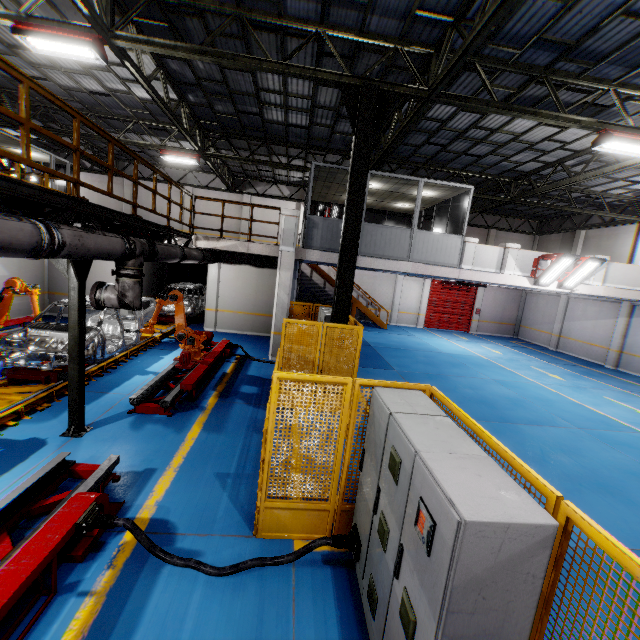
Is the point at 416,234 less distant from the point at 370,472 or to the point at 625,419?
the point at 625,419

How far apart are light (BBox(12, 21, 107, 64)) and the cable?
9.2 meters

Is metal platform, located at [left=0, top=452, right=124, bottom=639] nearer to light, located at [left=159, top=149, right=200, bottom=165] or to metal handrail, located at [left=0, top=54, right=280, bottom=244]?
metal handrail, located at [left=0, top=54, right=280, bottom=244]

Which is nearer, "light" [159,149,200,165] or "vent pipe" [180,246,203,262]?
"vent pipe" [180,246,203,262]

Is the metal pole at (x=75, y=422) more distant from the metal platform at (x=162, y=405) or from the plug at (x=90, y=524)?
the plug at (x=90, y=524)

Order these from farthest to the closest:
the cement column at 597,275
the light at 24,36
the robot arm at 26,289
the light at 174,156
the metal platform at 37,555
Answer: the light at 174,156 < the cement column at 597,275 < the robot arm at 26,289 < the light at 24,36 < the metal platform at 37,555

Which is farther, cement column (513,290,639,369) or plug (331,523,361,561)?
cement column (513,290,639,369)

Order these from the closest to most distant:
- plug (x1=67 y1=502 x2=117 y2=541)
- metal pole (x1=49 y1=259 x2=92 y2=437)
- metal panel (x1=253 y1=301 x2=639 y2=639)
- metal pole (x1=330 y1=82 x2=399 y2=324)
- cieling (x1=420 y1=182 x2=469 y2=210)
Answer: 1. metal panel (x1=253 y1=301 x2=639 y2=639)
2. plug (x1=67 y1=502 x2=117 y2=541)
3. metal pole (x1=49 y1=259 x2=92 y2=437)
4. metal pole (x1=330 y1=82 x2=399 y2=324)
5. cieling (x1=420 y1=182 x2=469 y2=210)
